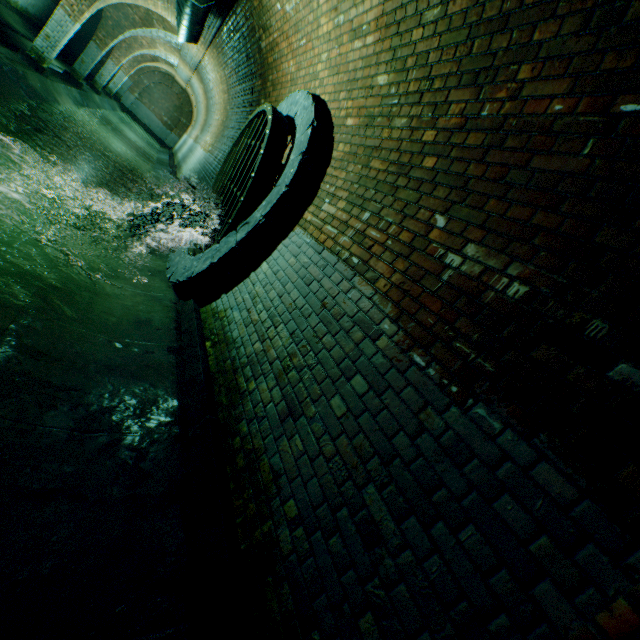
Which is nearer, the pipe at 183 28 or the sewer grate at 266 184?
the sewer grate at 266 184

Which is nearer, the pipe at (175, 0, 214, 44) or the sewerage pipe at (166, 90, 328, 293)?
the sewerage pipe at (166, 90, 328, 293)

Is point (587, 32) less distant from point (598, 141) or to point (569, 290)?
point (598, 141)

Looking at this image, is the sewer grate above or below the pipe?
below

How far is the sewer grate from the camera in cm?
394

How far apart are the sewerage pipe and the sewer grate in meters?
0.0 m

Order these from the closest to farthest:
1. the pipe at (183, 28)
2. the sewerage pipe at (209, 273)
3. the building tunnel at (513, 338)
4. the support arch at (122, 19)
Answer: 1. the building tunnel at (513, 338)
2. the sewerage pipe at (209, 273)
3. the pipe at (183, 28)
4. the support arch at (122, 19)

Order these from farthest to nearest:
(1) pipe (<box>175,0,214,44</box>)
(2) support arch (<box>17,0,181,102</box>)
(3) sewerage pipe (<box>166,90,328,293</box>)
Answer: (2) support arch (<box>17,0,181,102</box>), (1) pipe (<box>175,0,214,44</box>), (3) sewerage pipe (<box>166,90,328,293</box>)
